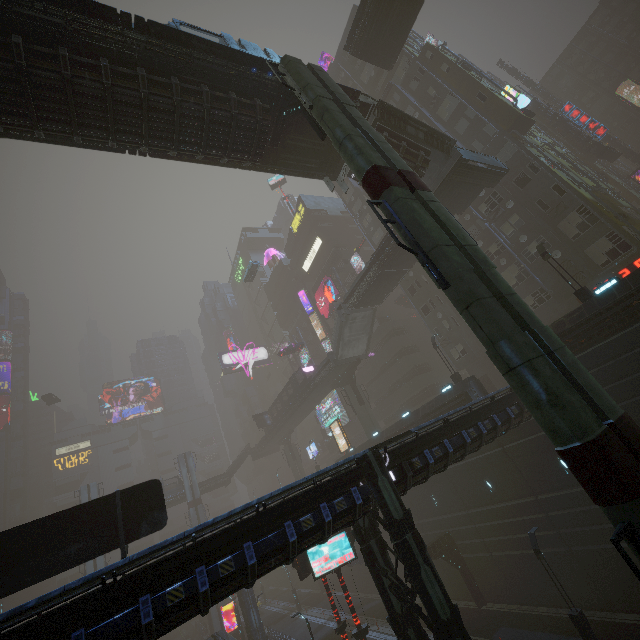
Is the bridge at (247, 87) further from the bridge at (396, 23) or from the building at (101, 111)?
the bridge at (396, 23)

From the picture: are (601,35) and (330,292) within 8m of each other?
no

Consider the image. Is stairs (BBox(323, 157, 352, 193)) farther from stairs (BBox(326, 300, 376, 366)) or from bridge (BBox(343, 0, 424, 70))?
stairs (BBox(326, 300, 376, 366))

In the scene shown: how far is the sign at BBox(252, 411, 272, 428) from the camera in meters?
54.7 m

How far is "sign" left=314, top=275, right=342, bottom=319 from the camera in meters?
50.1

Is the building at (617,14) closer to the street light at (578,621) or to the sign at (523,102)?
the sign at (523,102)

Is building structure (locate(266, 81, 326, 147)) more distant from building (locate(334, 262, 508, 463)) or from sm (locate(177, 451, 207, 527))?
sm (locate(177, 451, 207, 527))

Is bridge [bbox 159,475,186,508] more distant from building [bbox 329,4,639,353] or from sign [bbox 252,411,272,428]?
sign [bbox 252,411,272,428]
